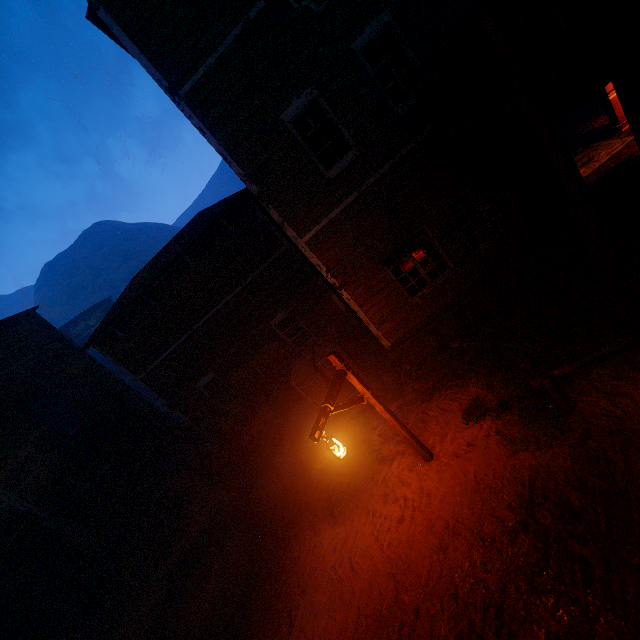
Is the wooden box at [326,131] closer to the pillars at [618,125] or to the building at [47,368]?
the building at [47,368]

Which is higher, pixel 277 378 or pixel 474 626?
pixel 277 378

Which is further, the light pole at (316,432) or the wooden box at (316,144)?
the wooden box at (316,144)

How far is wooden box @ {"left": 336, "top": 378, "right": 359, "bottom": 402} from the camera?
10.5m

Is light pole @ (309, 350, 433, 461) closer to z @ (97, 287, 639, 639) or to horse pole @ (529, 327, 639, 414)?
z @ (97, 287, 639, 639)

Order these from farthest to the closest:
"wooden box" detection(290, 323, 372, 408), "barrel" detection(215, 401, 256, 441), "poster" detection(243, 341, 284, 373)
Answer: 1. "poster" detection(243, 341, 284, 373)
2. "barrel" detection(215, 401, 256, 441)
3. "wooden box" detection(290, 323, 372, 408)

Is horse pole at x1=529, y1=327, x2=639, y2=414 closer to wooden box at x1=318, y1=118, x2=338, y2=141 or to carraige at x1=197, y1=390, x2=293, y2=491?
wooden box at x1=318, y1=118, x2=338, y2=141
